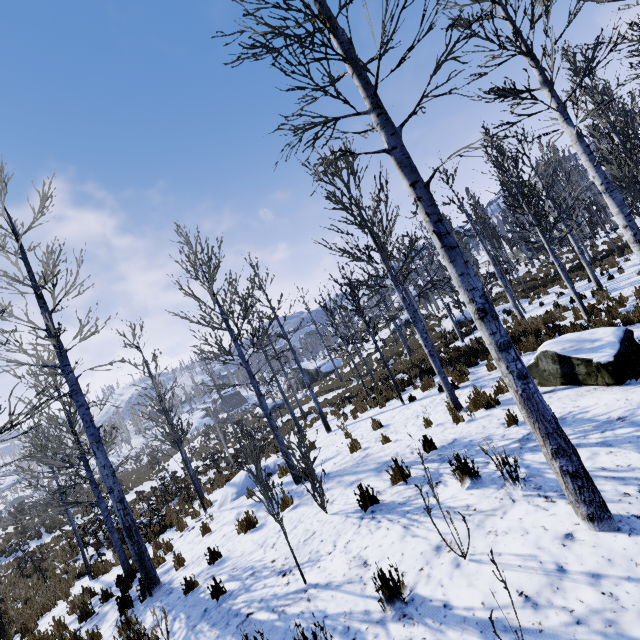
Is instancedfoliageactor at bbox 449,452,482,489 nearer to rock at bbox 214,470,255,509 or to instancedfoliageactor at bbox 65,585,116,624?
instancedfoliageactor at bbox 65,585,116,624

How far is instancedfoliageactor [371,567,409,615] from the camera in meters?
3.0 m

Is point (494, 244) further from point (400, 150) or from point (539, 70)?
point (400, 150)

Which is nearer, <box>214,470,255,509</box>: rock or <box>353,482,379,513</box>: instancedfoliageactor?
<box>353,482,379,513</box>: instancedfoliageactor

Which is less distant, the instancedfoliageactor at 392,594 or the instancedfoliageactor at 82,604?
the instancedfoliageactor at 392,594

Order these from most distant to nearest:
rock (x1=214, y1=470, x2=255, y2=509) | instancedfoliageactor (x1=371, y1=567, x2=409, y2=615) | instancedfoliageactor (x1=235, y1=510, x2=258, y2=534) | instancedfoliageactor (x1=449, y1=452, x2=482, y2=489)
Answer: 1. rock (x1=214, y1=470, x2=255, y2=509)
2. instancedfoliageactor (x1=235, y1=510, x2=258, y2=534)
3. instancedfoliageactor (x1=449, y1=452, x2=482, y2=489)
4. instancedfoliageactor (x1=371, y1=567, x2=409, y2=615)

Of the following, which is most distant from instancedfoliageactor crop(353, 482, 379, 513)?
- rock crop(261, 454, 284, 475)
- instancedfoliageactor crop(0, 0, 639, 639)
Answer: instancedfoliageactor crop(0, 0, 639, 639)

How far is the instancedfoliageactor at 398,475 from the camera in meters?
5.3 m
